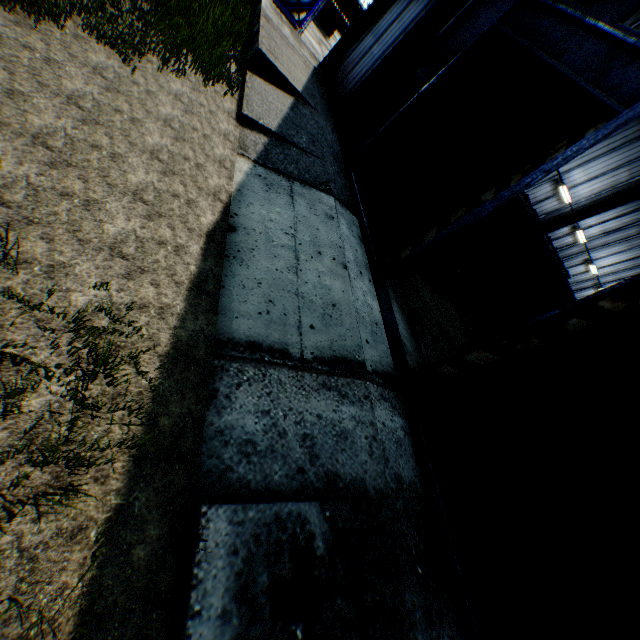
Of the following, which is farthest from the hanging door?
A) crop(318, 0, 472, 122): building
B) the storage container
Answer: the storage container

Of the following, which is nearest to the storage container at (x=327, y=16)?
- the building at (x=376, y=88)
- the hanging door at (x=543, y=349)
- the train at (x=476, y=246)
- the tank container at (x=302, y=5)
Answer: the tank container at (x=302, y=5)

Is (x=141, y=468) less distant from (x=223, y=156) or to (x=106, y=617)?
(x=106, y=617)

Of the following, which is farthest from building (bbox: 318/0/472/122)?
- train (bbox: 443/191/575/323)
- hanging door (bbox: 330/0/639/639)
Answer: train (bbox: 443/191/575/323)

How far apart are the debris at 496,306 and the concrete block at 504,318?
0.4m

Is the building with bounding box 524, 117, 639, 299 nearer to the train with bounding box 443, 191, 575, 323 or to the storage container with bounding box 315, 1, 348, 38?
the train with bounding box 443, 191, 575, 323

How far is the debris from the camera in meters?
16.1 m

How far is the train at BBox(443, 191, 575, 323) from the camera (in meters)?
14.56
